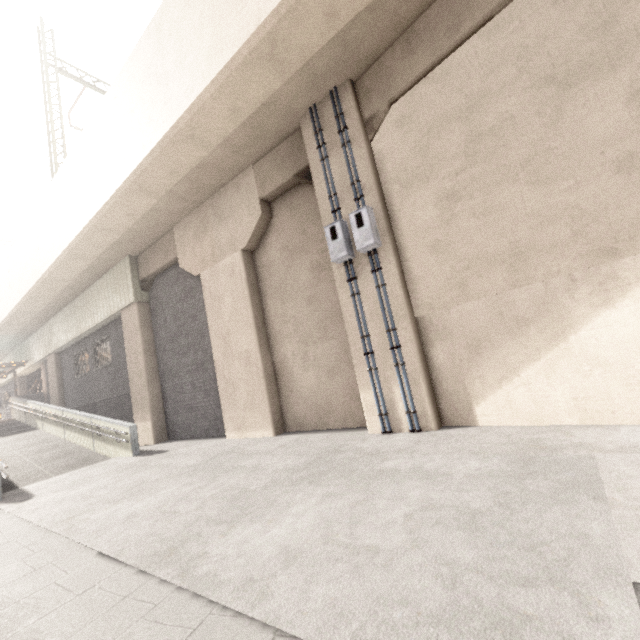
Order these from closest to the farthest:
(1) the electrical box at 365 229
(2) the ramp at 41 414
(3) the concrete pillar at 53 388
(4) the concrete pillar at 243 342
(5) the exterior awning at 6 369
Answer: (1) the electrical box at 365 229, (4) the concrete pillar at 243 342, (2) the ramp at 41 414, (3) the concrete pillar at 53 388, (5) the exterior awning at 6 369

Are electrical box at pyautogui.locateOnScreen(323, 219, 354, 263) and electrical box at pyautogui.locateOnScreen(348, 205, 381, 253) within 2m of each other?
yes

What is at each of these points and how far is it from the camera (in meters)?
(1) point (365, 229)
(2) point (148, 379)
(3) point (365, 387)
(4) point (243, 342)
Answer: (1) electrical box, 5.93
(2) concrete pillar, 11.60
(3) concrete pillar, 6.29
(4) concrete pillar, 8.69

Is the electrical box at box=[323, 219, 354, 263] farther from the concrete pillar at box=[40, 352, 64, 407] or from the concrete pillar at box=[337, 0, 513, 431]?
the concrete pillar at box=[40, 352, 64, 407]

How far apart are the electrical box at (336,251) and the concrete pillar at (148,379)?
8.8m

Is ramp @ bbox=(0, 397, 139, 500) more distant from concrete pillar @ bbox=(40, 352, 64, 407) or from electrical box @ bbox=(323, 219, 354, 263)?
electrical box @ bbox=(323, 219, 354, 263)

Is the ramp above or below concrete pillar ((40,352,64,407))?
below

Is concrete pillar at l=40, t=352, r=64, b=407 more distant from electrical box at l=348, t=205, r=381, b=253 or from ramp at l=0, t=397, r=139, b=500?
electrical box at l=348, t=205, r=381, b=253
